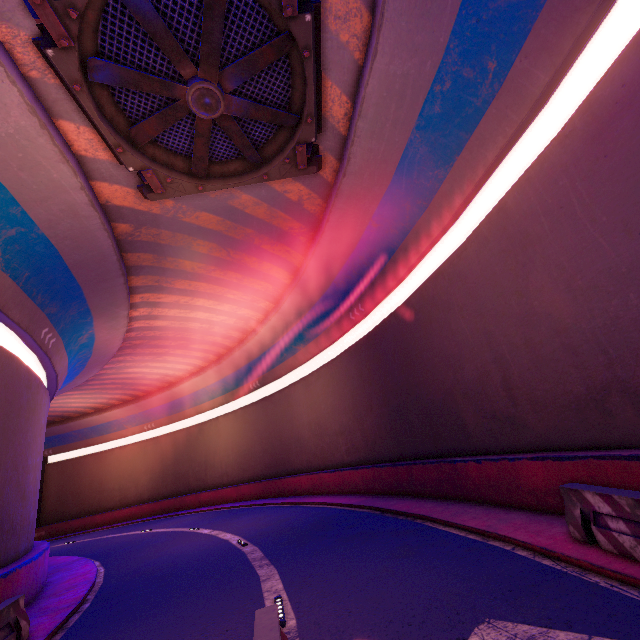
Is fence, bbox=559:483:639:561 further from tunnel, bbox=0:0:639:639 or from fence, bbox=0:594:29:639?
fence, bbox=0:594:29:639

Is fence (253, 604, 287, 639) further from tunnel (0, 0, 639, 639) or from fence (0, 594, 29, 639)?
fence (0, 594, 29, 639)

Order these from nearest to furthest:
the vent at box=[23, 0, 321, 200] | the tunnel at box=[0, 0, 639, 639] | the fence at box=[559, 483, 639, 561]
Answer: the fence at box=[559, 483, 639, 561], the tunnel at box=[0, 0, 639, 639], the vent at box=[23, 0, 321, 200]

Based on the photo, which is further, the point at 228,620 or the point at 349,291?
the point at 349,291

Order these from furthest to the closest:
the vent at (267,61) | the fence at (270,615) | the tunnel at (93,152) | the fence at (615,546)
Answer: the vent at (267,61), the tunnel at (93,152), the fence at (615,546), the fence at (270,615)

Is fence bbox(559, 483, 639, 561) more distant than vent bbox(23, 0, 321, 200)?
No

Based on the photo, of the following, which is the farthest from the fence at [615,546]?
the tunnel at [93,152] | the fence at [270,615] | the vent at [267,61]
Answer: the vent at [267,61]
